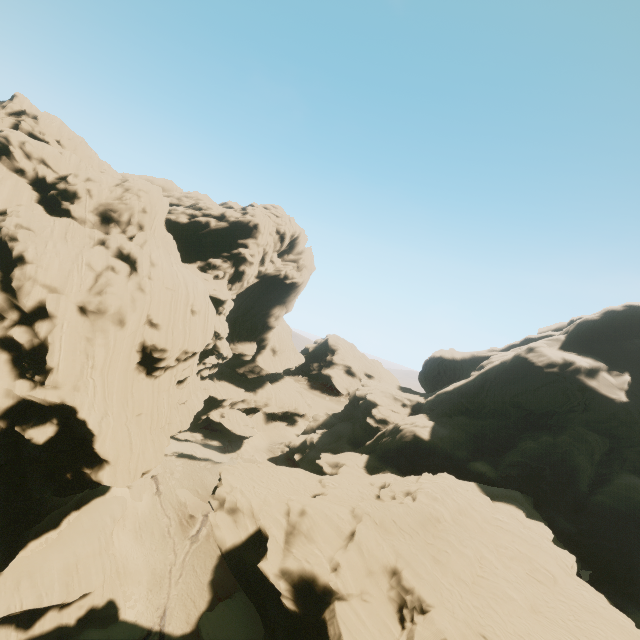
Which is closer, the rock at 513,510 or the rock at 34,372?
the rock at 513,510

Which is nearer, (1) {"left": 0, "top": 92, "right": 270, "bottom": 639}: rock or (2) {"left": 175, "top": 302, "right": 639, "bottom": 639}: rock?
(2) {"left": 175, "top": 302, "right": 639, "bottom": 639}: rock

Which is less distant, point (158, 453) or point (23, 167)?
point (158, 453)
